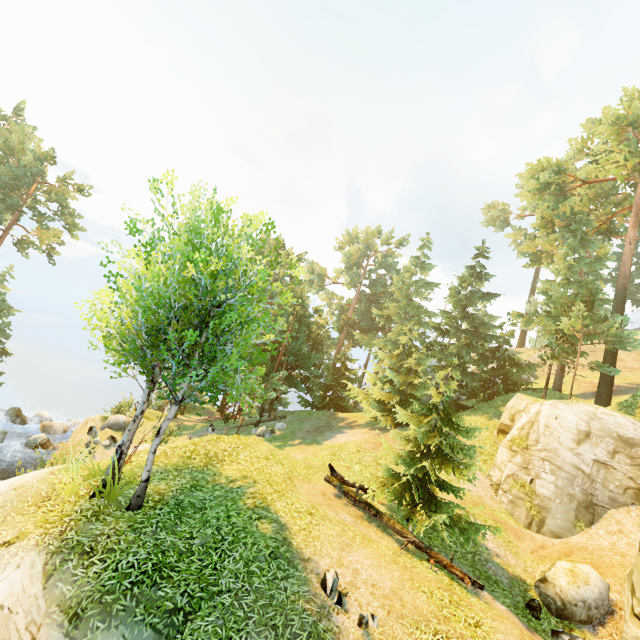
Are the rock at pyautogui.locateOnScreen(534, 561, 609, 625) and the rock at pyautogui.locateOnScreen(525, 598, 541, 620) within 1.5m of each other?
yes

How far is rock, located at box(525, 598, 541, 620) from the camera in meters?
10.3 m

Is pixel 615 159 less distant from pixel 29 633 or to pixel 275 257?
pixel 275 257

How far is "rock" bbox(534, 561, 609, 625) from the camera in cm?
1073

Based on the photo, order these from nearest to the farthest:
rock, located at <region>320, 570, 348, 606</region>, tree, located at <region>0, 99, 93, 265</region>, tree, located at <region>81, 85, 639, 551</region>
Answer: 1. rock, located at <region>320, 570, 348, 606</region>
2. tree, located at <region>81, 85, 639, 551</region>
3. tree, located at <region>0, 99, 93, 265</region>

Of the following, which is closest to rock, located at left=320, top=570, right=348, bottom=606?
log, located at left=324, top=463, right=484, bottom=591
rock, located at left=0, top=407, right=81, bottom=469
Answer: log, located at left=324, top=463, right=484, bottom=591

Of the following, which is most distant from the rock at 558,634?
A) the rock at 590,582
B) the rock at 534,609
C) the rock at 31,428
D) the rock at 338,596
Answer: the rock at 31,428

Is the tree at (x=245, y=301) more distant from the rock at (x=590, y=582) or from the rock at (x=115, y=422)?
the rock at (x=115, y=422)
